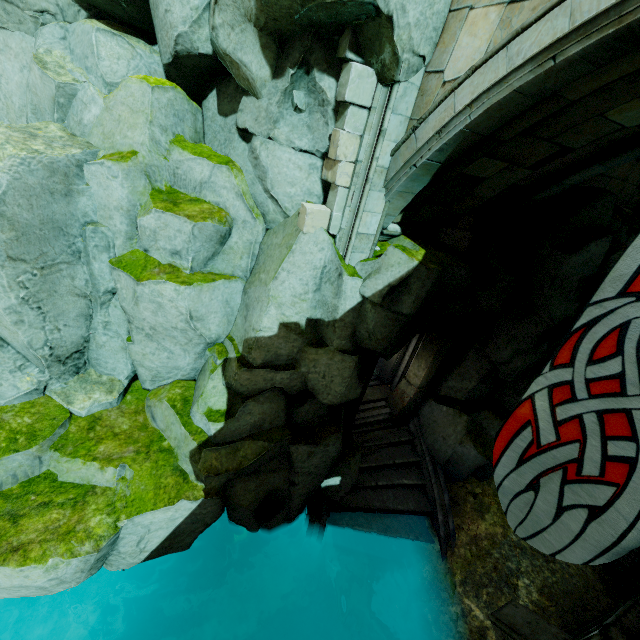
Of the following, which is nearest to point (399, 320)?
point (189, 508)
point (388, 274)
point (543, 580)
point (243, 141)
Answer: point (388, 274)

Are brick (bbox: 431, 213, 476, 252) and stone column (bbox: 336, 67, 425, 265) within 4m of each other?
yes

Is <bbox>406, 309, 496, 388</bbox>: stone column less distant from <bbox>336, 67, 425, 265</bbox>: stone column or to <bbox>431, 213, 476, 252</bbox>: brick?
<bbox>431, 213, 476, 252</bbox>: brick

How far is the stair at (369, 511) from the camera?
9.3 meters

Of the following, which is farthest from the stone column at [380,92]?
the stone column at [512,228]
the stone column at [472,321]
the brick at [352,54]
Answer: the stone column at [512,228]

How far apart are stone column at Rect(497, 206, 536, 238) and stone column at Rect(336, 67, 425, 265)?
3.3m

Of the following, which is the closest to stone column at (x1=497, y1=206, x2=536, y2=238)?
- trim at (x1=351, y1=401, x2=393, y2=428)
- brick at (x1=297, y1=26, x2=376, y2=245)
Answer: brick at (x1=297, y1=26, x2=376, y2=245)

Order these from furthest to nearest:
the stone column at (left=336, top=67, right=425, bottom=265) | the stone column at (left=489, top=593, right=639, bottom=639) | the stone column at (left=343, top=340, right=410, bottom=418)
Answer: the stone column at (left=343, top=340, right=410, bottom=418)
the stone column at (left=336, top=67, right=425, bottom=265)
the stone column at (left=489, top=593, right=639, bottom=639)
